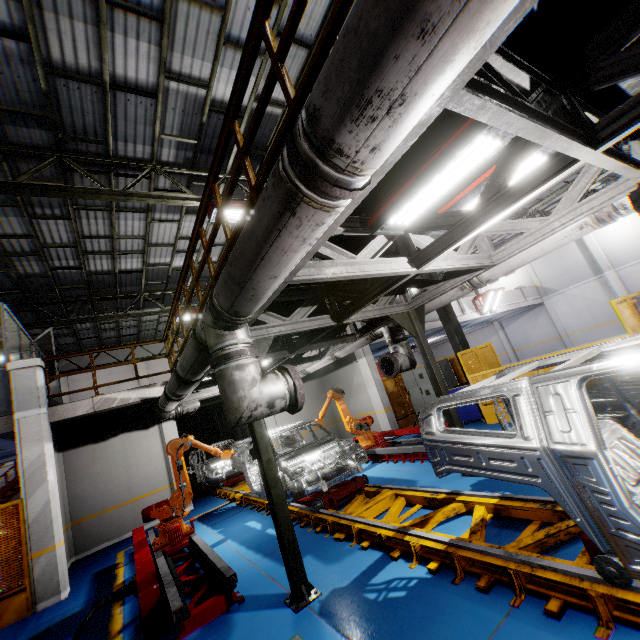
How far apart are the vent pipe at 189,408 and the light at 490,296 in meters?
16.1

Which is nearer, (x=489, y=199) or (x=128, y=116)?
(x=489, y=199)

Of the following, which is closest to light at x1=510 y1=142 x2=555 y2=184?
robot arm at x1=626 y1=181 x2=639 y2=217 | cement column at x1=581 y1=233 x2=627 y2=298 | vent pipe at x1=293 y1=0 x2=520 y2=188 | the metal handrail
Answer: the metal handrail

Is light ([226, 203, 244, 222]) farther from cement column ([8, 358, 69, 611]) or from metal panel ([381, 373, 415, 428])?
metal panel ([381, 373, 415, 428])

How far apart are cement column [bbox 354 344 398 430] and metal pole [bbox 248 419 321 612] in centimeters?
856cm

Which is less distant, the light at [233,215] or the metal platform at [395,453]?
the metal platform at [395,453]

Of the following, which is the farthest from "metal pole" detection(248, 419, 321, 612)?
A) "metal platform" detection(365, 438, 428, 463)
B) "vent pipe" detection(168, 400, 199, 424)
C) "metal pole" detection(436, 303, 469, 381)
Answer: "metal pole" detection(436, 303, 469, 381)

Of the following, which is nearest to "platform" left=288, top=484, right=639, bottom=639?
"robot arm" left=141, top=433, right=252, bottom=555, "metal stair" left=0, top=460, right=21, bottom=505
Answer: "robot arm" left=141, top=433, right=252, bottom=555
